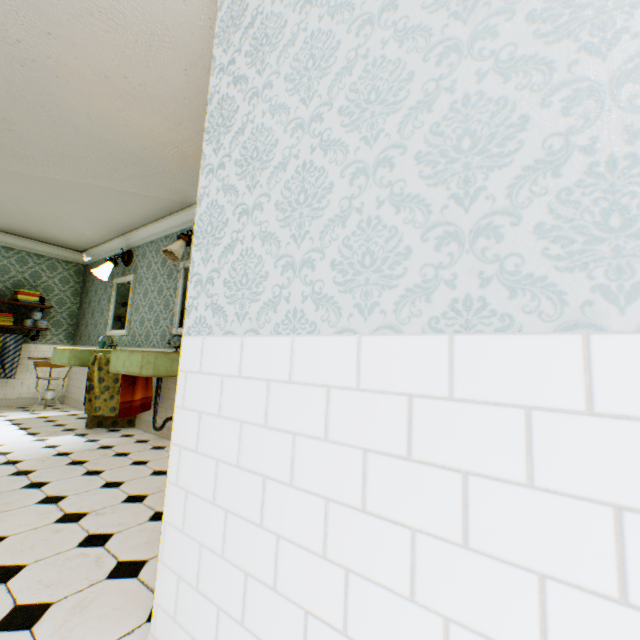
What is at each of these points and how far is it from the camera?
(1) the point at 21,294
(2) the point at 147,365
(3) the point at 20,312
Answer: (1) towel, 5.9 meters
(2) hand sink, 3.4 meters
(3) building, 6.1 meters

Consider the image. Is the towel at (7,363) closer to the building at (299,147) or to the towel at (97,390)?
the building at (299,147)

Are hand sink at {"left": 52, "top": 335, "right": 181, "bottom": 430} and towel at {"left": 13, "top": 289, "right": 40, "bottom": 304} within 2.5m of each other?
no

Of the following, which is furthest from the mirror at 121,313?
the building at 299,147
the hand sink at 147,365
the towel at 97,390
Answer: the hand sink at 147,365

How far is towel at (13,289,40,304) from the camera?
5.8m

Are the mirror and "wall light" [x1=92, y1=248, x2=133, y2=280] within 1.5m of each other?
yes

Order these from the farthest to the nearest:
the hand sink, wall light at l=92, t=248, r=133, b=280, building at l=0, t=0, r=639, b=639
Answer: wall light at l=92, t=248, r=133, b=280 → the hand sink → building at l=0, t=0, r=639, b=639

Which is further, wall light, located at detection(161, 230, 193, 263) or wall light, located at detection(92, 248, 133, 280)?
wall light, located at detection(92, 248, 133, 280)
